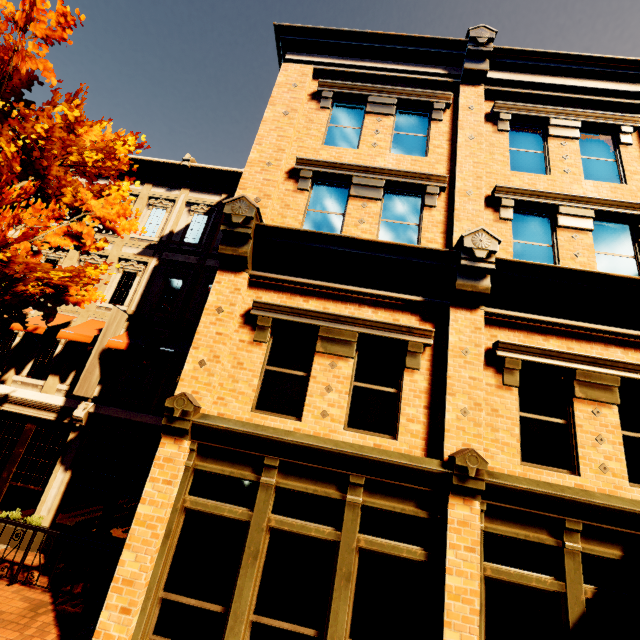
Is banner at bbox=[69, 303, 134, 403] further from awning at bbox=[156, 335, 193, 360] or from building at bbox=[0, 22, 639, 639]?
awning at bbox=[156, 335, 193, 360]

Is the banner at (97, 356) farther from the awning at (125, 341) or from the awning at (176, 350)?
the awning at (176, 350)

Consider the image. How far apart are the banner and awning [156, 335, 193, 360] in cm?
187

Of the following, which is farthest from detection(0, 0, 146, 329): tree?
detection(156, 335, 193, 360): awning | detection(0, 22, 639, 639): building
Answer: detection(156, 335, 193, 360): awning

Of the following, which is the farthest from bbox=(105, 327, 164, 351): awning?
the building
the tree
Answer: the tree

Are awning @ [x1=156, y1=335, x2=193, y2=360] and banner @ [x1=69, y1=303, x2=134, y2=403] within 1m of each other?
no

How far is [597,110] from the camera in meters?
8.9 m

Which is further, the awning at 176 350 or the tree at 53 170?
the awning at 176 350
